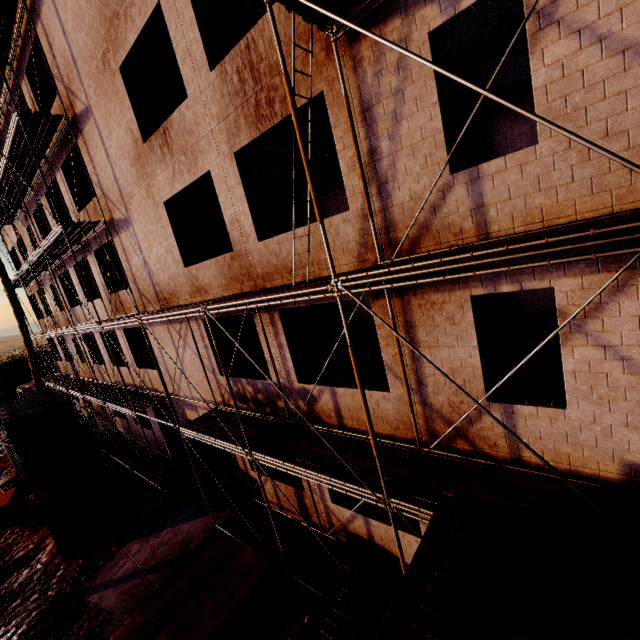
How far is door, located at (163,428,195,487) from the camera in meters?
13.8 m

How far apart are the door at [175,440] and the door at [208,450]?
1.77m

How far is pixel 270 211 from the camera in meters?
14.5 m

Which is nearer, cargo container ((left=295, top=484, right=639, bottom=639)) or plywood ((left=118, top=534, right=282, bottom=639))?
cargo container ((left=295, top=484, right=639, bottom=639))

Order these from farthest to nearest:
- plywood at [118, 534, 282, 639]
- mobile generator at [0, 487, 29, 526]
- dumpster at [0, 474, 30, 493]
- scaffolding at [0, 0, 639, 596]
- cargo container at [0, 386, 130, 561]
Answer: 1. dumpster at [0, 474, 30, 493]
2. mobile generator at [0, 487, 29, 526]
3. cargo container at [0, 386, 130, 561]
4. plywood at [118, 534, 282, 639]
5. scaffolding at [0, 0, 639, 596]

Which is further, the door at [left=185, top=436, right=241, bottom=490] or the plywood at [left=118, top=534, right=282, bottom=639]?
the door at [left=185, top=436, right=241, bottom=490]

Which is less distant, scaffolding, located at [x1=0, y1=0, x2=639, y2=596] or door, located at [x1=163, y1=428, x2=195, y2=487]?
scaffolding, located at [x1=0, y1=0, x2=639, y2=596]

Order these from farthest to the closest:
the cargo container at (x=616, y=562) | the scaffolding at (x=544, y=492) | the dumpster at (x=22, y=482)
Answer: the dumpster at (x=22, y=482) < the scaffolding at (x=544, y=492) < the cargo container at (x=616, y=562)
